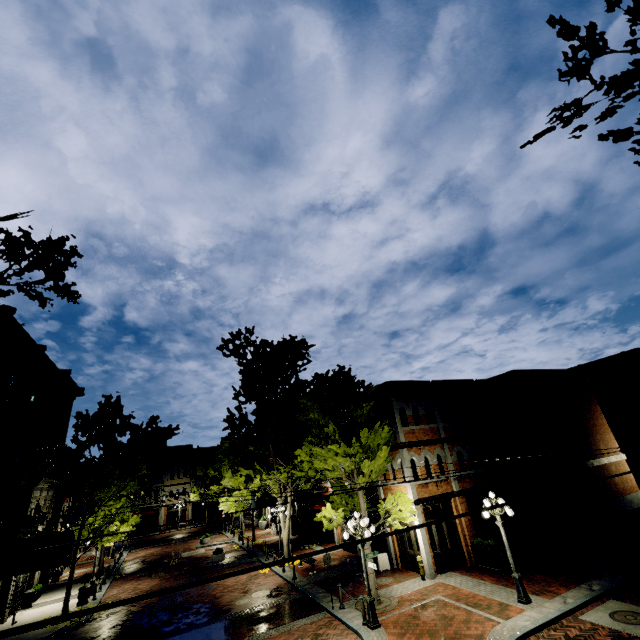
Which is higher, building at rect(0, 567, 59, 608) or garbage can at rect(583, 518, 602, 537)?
building at rect(0, 567, 59, 608)

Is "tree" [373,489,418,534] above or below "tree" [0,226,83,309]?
below

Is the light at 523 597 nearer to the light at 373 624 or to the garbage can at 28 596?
the light at 373 624

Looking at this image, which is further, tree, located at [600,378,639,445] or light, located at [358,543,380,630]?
tree, located at [600,378,639,445]

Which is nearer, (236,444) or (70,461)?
(70,461)

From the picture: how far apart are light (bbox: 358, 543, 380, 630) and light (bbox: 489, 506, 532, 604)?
4.39m

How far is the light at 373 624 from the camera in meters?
11.7

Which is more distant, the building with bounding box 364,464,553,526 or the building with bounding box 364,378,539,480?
the building with bounding box 364,378,539,480
